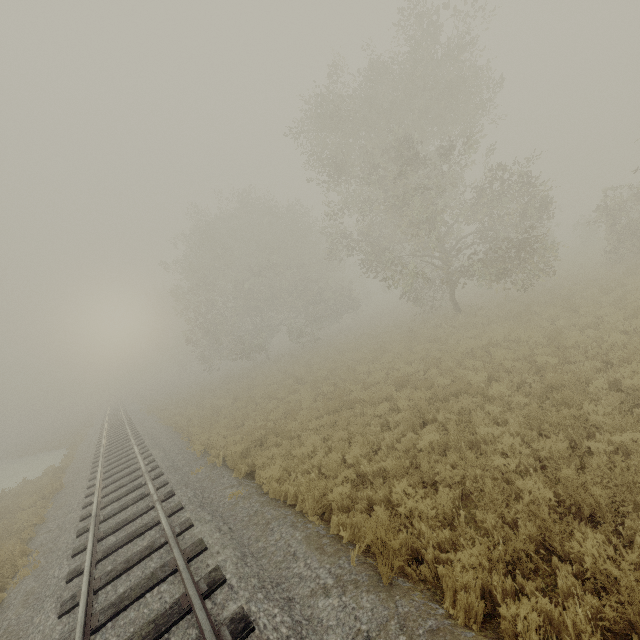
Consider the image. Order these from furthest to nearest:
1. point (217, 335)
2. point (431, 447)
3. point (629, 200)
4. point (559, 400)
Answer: point (217, 335)
point (629, 200)
point (431, 447)
point (559, 400)
